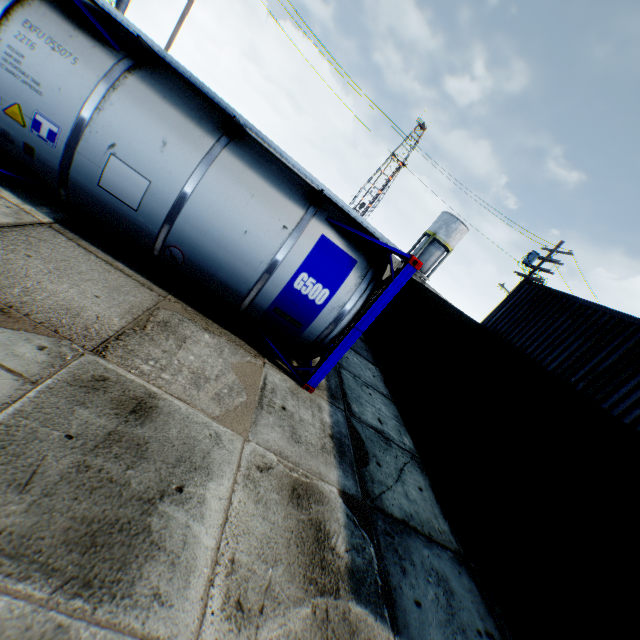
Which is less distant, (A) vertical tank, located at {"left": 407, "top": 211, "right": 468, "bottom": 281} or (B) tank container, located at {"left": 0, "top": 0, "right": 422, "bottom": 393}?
(B) tank container, located at {"left": 0, "top": 0, "right": 422, "bottom": 393}

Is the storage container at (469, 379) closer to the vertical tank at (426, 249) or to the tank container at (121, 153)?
the tank container at (121, 153)

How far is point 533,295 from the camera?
13.2m

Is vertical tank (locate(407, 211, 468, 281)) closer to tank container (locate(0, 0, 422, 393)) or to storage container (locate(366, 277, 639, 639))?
storage container (locate(366, 277, 639, 639))

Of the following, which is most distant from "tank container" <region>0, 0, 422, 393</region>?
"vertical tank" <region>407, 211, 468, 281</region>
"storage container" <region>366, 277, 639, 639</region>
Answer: "vertical tank" <region>407, 211, 468, 281</region>

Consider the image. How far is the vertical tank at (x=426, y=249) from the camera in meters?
38.9
